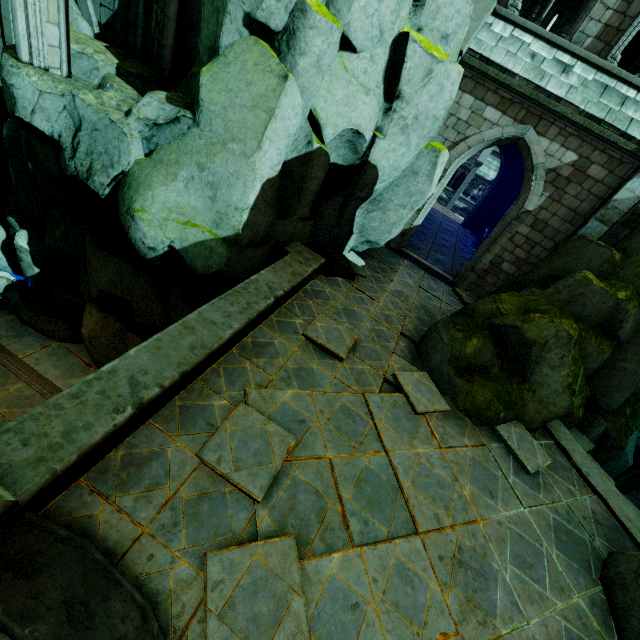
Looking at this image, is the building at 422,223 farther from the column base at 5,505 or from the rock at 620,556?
the column base at 5,505

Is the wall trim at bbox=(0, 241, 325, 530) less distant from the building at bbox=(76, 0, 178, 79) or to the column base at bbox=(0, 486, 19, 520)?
the column base at bbox=(0, 486, 19, 520)

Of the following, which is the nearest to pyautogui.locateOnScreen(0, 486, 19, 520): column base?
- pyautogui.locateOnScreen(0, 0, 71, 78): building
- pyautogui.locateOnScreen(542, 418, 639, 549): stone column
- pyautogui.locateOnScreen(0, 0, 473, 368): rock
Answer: pyautogui.locateOnScreen(0, 0, 473, 368): rock

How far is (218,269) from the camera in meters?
6.9

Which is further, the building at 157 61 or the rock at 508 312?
the building at 157 61

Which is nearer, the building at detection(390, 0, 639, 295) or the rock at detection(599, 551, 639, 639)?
the rock at detection(599, 551, 639, 639)

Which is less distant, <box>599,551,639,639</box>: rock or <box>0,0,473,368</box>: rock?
<box>599,551,639,639</box>: rock

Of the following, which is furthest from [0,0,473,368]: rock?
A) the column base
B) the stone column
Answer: the column base
